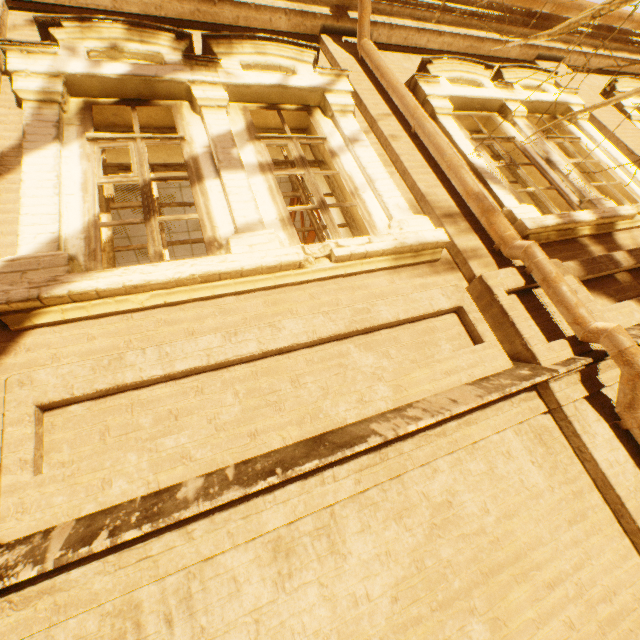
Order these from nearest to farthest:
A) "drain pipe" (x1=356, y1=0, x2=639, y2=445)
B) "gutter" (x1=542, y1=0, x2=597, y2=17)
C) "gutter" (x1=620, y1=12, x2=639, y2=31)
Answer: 1. "drain pipe" (x1=356, y1=0, x2=639, y2=445)
2. "gutter" (x1=542, y1=0, x2=597, y2=17)
3. "gutter" (x1=620, y1=12, x2=639, y2=31)

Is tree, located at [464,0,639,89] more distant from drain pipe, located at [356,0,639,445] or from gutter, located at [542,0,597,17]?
gutter, located at [542,0,597,17]

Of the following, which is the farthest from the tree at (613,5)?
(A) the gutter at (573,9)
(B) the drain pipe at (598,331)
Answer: (A) the gutter at (573,9)

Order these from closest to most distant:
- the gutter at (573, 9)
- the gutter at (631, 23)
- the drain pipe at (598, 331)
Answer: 1. the drain pipe at (598, 331)
2. the gutter at (573, 9)
3. the gutter at (631, 23)

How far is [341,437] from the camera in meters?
1.7 m

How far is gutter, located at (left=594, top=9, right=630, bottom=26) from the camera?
5.49m

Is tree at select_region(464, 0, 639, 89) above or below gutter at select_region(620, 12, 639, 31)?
below

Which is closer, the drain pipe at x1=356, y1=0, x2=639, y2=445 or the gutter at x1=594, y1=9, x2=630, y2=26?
the drain pipe at x1=356, y1=0, x2=639, y2=445
